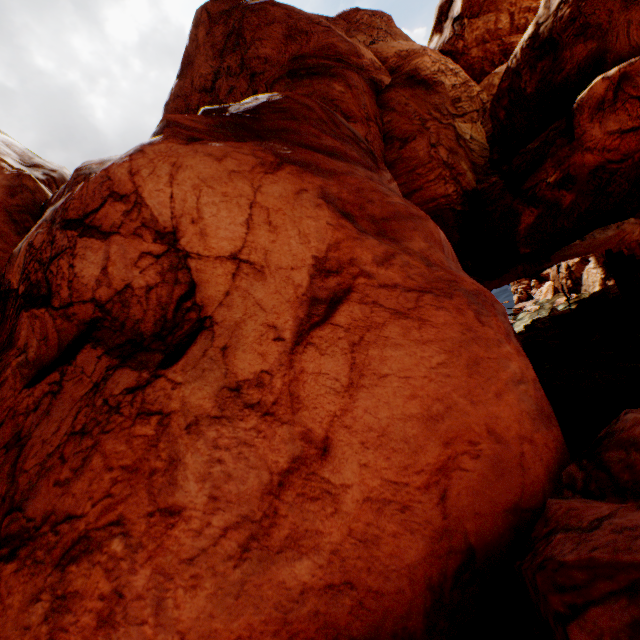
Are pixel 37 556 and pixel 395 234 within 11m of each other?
yes
